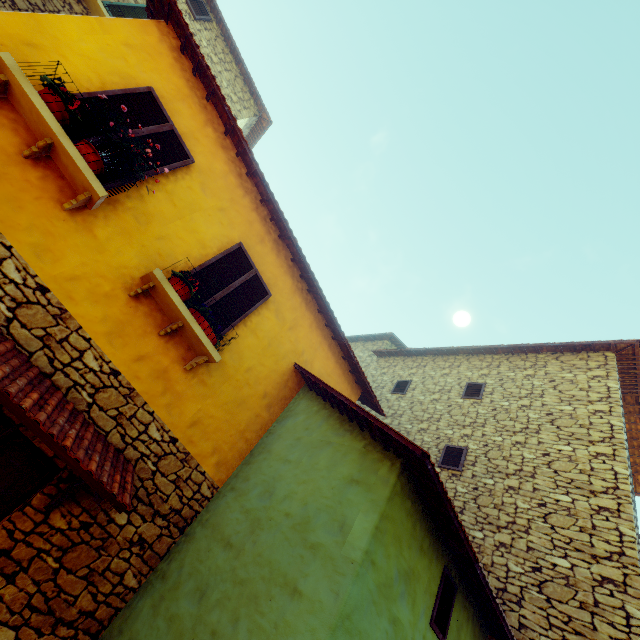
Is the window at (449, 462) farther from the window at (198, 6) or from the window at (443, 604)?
the window at (198, 6)

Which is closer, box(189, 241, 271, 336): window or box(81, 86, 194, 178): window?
box(81, 86, 194, 178): window

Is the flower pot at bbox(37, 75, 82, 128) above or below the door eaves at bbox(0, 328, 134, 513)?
above

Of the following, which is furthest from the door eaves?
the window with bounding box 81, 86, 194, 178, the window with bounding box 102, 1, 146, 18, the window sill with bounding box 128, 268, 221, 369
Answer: the window with bounding box 102, 1, 146, 18

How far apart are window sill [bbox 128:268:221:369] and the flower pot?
1.9 meters

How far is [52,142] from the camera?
3.61m

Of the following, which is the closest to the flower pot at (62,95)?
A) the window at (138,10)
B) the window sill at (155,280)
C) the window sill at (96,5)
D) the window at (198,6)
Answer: the window sill at (155,280)

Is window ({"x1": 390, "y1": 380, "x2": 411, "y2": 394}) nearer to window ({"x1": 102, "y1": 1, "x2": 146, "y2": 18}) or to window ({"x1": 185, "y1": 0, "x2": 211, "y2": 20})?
window ({"x1": 102, "y1": 1, "x2": 146, "y2": 18})
